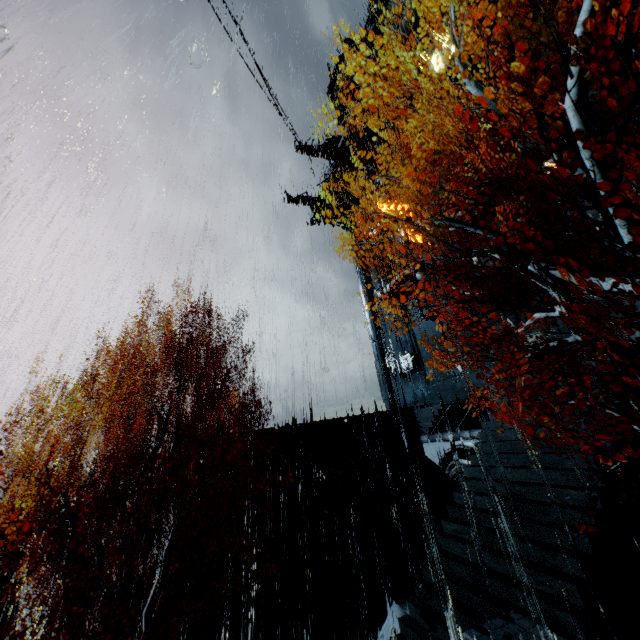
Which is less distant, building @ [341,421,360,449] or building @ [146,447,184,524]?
building @ [146,447,184,524]

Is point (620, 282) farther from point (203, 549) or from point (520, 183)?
point (203, 549)

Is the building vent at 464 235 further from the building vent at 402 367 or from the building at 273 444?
the building vent at 402 367

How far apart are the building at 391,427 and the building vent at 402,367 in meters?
6.5 m

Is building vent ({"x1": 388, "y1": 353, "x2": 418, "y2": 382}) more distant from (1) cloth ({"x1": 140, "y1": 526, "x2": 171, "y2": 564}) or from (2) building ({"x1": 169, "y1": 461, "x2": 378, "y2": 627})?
(1) cloth ({"x1": 140, "y1": 526, "x2": 171, "y2": 564})

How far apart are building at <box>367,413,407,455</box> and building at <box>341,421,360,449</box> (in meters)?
0.46

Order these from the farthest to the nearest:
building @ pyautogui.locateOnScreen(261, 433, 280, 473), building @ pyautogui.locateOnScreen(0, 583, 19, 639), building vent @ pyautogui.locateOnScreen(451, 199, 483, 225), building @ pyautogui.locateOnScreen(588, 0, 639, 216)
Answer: building vent @ pyautogui.locateOnScreen(451, 199, 483, 225) < building @ pyautogui.locateOnScreen(261, 433, 280, 473) < building @ pyautogui.locateOnScreen(0, 583, 19, 639) < building @ pyautogui.locateOnScreen(588, 0, 639, 216)

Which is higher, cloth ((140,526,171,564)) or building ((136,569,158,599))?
cloth ((140,526,171,564))
